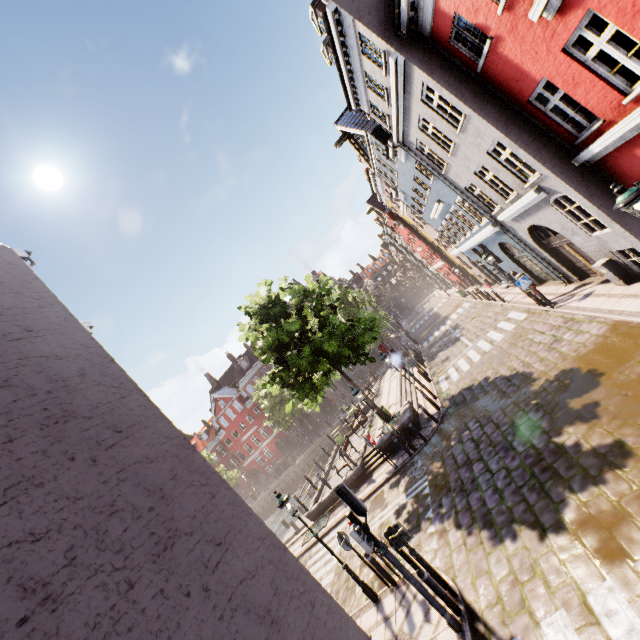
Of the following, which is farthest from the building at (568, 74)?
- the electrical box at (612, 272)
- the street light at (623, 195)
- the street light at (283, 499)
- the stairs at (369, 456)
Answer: the street light at (283, 499)

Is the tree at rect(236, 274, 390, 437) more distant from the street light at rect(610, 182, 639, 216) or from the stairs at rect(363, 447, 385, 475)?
the street light at rect(610, 182, 639, 216)

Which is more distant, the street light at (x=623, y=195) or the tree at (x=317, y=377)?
the tree at (x=317, y=377)

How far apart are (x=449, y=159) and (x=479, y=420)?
10.7 meters

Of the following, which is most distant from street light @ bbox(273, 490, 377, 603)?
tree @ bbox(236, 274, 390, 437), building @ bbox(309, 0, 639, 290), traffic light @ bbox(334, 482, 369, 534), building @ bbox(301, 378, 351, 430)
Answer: building @ bbox(301, 378, 351, 430)

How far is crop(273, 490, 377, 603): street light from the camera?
8.8 meters

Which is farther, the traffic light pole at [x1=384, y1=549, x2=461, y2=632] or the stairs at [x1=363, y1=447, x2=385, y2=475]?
the stairs at [x1=363, y1=447, x2=385, y2=475]

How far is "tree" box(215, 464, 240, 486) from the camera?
42.8m
